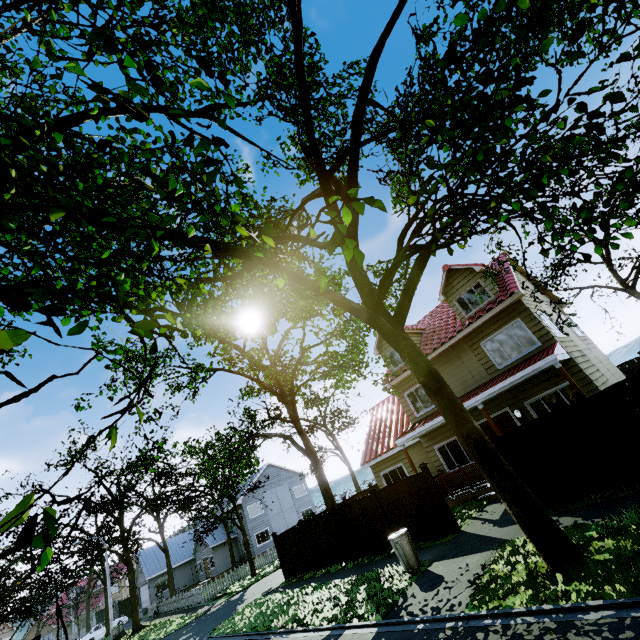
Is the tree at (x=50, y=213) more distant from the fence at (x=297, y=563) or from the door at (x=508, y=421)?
the door at (x=508, y=421)

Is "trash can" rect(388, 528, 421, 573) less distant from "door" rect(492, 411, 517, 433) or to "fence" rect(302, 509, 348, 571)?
"fence" rect(302, 509, 348, 571)

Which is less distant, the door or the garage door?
the door

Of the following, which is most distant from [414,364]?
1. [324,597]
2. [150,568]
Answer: [150,568]

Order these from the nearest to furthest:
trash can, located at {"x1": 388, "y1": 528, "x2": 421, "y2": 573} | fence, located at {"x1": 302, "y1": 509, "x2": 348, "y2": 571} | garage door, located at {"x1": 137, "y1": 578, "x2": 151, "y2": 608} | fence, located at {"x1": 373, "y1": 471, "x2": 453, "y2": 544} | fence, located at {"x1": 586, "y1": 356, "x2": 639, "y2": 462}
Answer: fence, located at {"x1": 586, "y1": 356, "x2": 639, "y2": 462}
trash can, located at {"x1": 388, "y1": 528, "x2": 421, "y2": 573}
fence, located at {"x1": 373, "y1": 471, "x2": 453, "y2": 544}
fence, located at {"x1": 302, "y1": 509, "x2": 348, "y2": 571}
garage door, located at {"x1": 137, "y1": 578, "x2": 151, "y2": 608}

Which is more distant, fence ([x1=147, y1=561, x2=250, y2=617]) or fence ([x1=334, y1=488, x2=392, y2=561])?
fence ([x1=147, y1=561, x2=250, y2=617])

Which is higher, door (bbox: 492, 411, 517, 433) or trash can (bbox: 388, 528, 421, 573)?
door (bbox: 492, 411, 517, 433)
